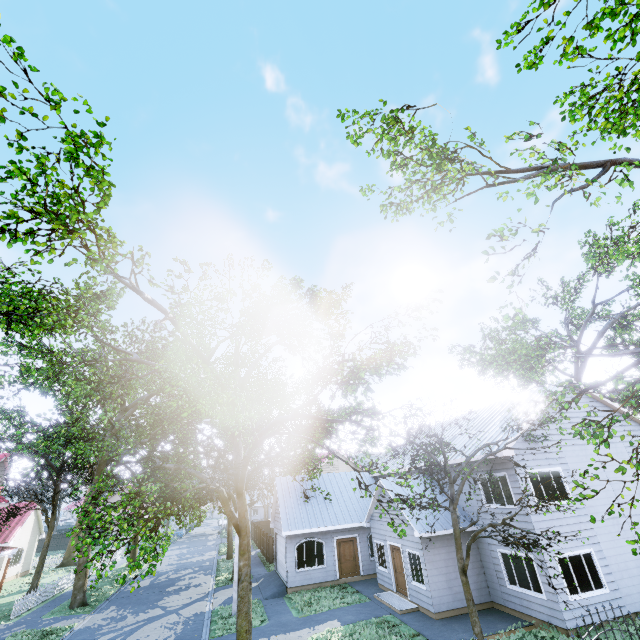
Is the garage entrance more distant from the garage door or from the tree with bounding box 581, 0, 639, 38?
the tree with bounding box 581, 0, 639, 38

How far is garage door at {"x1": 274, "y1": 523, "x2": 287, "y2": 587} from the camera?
20.5m

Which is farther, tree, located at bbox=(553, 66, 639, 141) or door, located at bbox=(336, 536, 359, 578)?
door, located at bbox=(336, 536, 359, 578)

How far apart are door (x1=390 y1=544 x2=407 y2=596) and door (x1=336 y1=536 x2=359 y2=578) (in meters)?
4.41

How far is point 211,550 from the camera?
40.2 meters

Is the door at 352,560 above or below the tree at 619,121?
below

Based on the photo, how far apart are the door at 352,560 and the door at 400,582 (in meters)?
4.41
